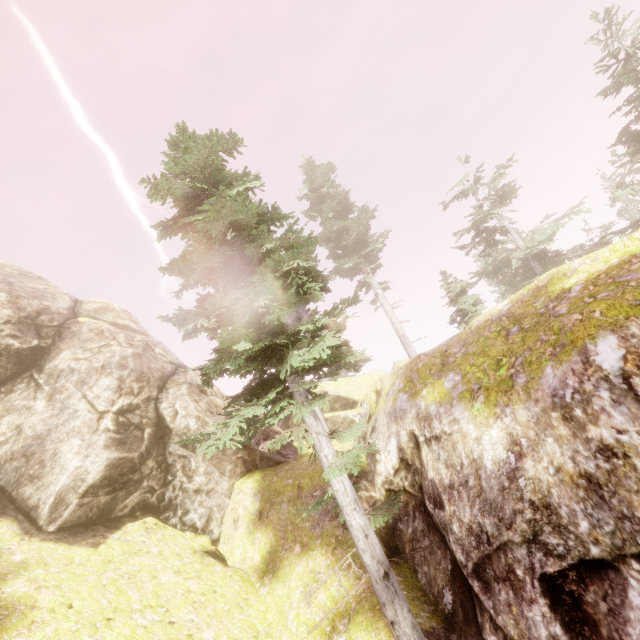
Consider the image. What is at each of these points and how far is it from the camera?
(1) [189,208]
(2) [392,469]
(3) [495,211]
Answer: (1) instancedfoliageactor, 8.41m
(2) rock, 10.38m
(3) instancedfoliageactor, 22.97m

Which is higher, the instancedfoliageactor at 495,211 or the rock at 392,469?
the instancedfoliageactor at 495,211

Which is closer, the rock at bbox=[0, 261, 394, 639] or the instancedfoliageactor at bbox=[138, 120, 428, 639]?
the instancedfoliageactor at bbox=[138, 120, 428, 639]

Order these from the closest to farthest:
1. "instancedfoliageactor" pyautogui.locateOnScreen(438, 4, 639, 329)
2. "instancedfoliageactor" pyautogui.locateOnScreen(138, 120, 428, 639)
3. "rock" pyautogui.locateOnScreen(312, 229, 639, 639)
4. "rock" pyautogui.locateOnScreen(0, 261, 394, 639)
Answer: "rock" pyautogui.locateOnScreen(312, 229, 639, 639), "instancedfoliageactor" pyautogui.locateOnScreen(138, 120, 428, 639), "rock" pyautogui.locateOnScreen(0, 261, 394, 639), "instancedfoliageactor" pyautogui.locateOnScreen(438, 4, 639, 329)

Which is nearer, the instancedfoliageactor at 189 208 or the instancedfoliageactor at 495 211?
the instancedfoliageactor at 189 208

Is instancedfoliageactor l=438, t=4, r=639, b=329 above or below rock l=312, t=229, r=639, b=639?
above

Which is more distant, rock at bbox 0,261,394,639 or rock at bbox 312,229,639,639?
rock at bbox 0,261,394,639
